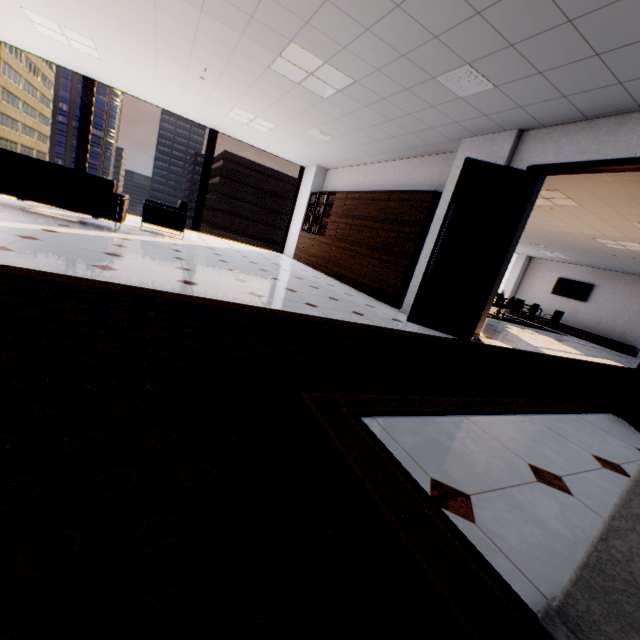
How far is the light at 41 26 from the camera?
5.4 meters

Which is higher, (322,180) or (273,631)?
(322,180)

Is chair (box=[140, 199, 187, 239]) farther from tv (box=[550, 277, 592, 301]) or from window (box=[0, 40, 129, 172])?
tv (box=[550, 277, 592, 301])

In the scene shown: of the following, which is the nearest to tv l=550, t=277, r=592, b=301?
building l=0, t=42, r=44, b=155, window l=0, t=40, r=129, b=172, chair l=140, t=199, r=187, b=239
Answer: window l=0, t=40, r=129, b=172

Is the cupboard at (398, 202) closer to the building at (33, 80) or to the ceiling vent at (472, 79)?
the ceiling vent at (472, 79)

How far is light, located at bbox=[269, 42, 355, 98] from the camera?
4.2m

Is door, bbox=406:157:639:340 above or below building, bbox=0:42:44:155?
below

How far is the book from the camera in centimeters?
909cm
